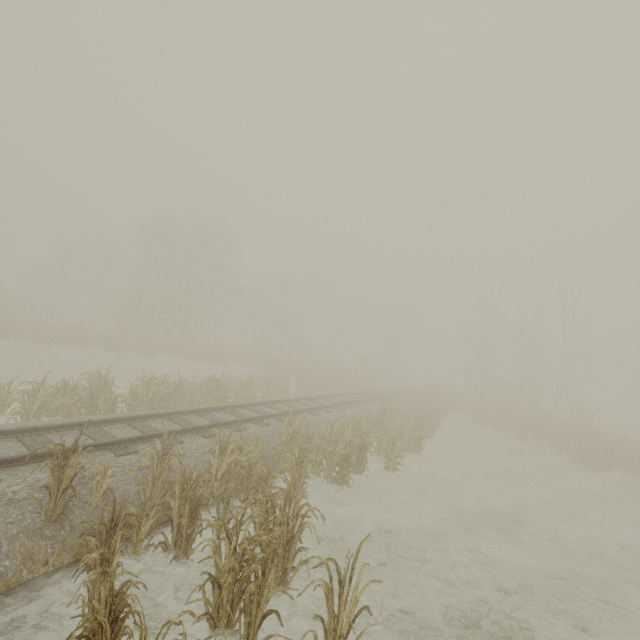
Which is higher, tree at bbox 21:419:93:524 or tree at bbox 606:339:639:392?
tree at bbox 606:339:639:392

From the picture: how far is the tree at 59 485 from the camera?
4.9 meters

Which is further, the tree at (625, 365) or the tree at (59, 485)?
the tree at (625, 365)

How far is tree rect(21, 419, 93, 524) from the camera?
4.88m

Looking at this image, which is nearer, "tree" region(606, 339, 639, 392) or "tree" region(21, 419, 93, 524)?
"tree" region(21, 419, 93, 524)

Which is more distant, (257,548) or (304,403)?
(304,403)
